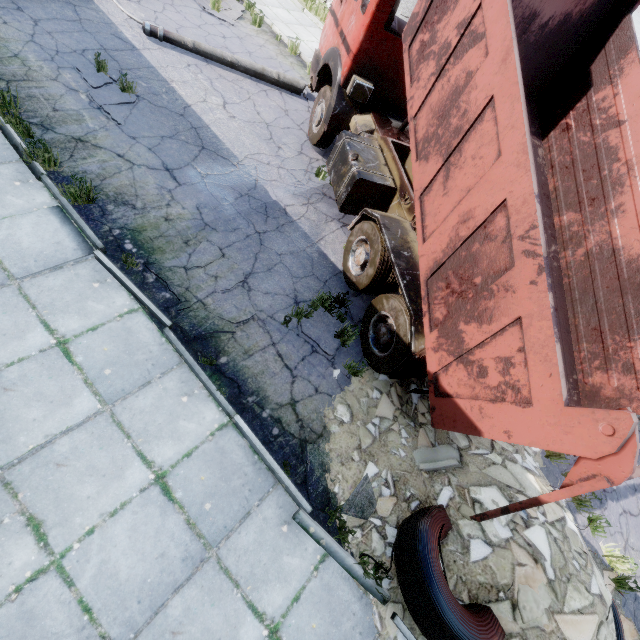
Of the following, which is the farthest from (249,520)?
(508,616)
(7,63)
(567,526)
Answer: (7,63)

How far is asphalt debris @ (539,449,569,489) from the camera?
5.8 meters

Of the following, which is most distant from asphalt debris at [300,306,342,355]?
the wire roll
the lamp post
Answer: the lamp post

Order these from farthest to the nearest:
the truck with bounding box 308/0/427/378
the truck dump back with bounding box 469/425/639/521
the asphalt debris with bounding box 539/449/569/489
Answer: the asphalt debris with bounding box 539/449/569/489
the truck with bounding box 308/0/427/378
the truck dump back with bounding box 469/425/639/521

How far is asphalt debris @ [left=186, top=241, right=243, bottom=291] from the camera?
5.1 meters

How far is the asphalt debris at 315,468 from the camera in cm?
413

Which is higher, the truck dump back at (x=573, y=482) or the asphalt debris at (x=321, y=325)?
the truck dump back at (x=573, y=482)
